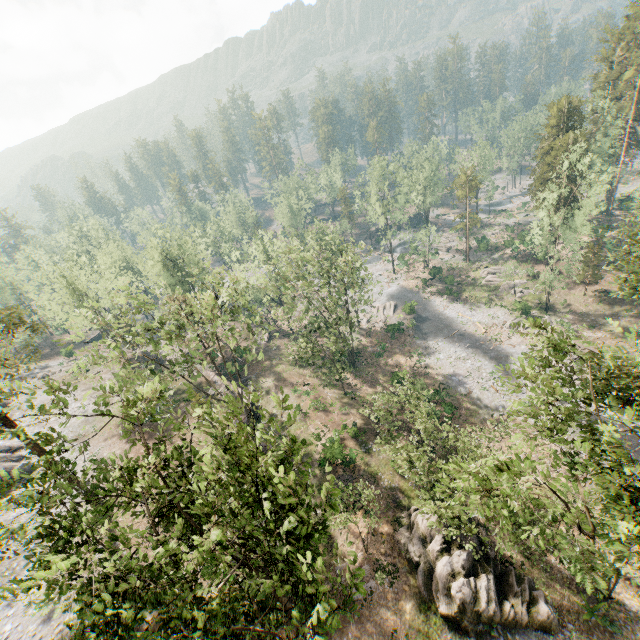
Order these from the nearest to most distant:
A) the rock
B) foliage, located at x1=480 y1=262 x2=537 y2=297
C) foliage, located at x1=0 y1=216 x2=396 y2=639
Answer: foliage, located at x1=0 y1=216 x2=396 y2=639, the rock, foliage, located at x1=480 y1=262 x2=537 y2=297

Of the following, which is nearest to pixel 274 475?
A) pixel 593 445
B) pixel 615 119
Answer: pixel 593 445

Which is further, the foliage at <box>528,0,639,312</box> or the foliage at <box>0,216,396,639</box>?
the foliage at <box>528,0,639,312</box>

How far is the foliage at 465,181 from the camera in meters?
57.4

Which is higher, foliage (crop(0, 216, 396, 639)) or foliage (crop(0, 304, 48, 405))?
foliage (crop(0, 304, 48, 405))

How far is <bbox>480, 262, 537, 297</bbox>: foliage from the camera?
49.59m

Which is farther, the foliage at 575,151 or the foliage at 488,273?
the foliage at 488,273
